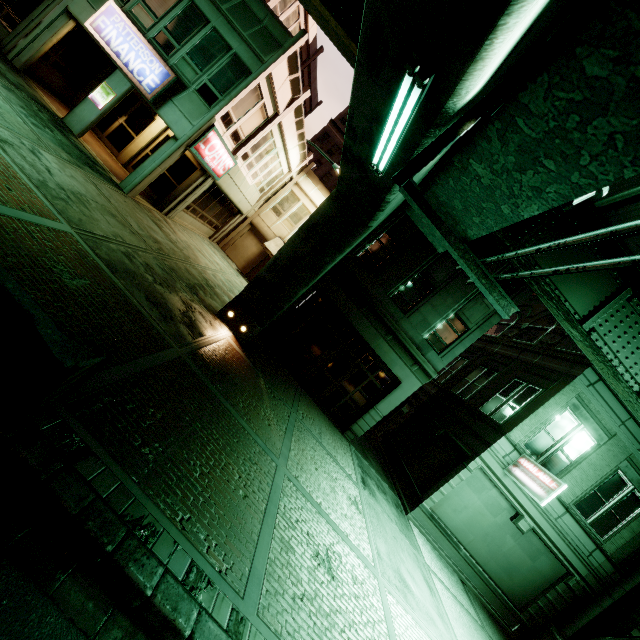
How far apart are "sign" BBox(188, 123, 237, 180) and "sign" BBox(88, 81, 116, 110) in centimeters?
327cm

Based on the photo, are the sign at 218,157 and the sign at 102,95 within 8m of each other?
yes

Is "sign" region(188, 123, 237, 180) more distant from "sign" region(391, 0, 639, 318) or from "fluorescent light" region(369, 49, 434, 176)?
"sign" region(391, 0, 639, 318)

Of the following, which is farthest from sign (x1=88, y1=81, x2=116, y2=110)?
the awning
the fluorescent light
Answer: the fluorescent light

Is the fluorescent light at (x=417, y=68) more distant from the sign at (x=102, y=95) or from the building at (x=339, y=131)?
the building at (x=339, y=131)

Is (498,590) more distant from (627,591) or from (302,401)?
(302,401)

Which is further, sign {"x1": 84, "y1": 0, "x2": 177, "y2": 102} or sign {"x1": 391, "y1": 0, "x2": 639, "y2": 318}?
sign {"x1": 84, "y1": 0, "x2": 177, "y2": 102}

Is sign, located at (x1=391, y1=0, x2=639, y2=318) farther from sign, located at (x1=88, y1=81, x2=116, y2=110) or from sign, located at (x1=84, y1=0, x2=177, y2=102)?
sign, located at (x1=88, y1=81, x2=116, y2=110)
